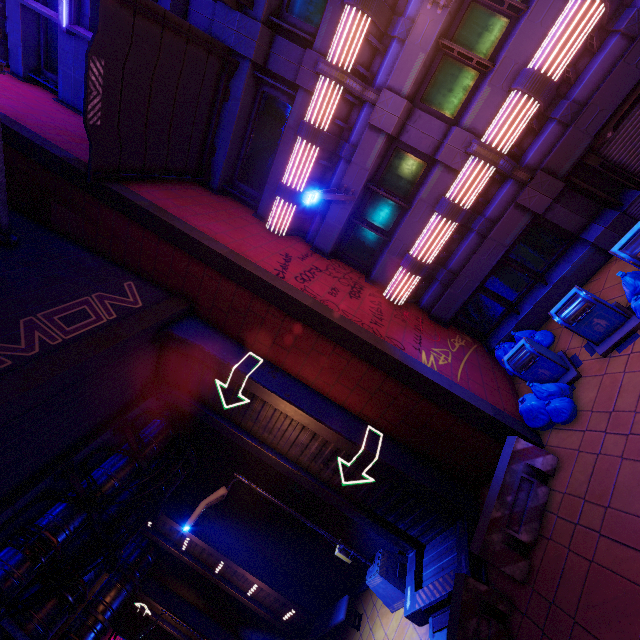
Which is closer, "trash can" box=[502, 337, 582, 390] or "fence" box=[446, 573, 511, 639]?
"fence" box=[446, 573, 511, 639]

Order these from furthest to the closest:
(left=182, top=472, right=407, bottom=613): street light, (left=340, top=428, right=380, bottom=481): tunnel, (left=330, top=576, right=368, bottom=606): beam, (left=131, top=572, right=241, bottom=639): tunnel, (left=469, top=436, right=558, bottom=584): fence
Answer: (left=131, top=572, right=241, bottom=639): tunnel, (left=330, top=576, right=368, bottom=606): beam, (left=182, top=472, right=407, bottom=613): street light, (left=340, top=428, right=380, bottom=481): tunnel, (left=469, top=436, right=558, bottom=584): fence

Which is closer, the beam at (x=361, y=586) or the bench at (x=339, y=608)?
the bench at (x=339, y=608)

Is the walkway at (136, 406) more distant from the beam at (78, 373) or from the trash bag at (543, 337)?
the trash bag at (543, 337)

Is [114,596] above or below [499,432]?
above

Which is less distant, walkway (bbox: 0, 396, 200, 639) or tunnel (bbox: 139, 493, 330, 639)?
walkway (bbox: 0, 396, 200, 639)

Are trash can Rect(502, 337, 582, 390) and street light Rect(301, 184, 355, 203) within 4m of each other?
no

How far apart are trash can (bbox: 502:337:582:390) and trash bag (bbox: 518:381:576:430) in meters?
0.0 m
